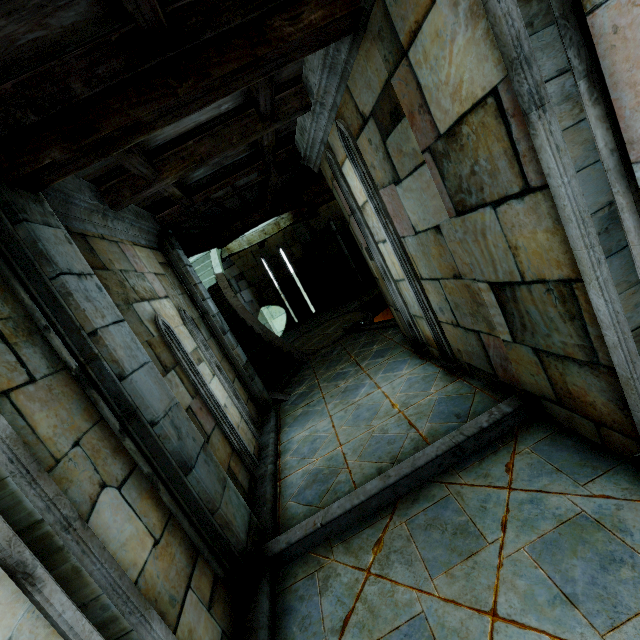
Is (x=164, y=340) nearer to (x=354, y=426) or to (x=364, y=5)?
(x=354, y=426)
